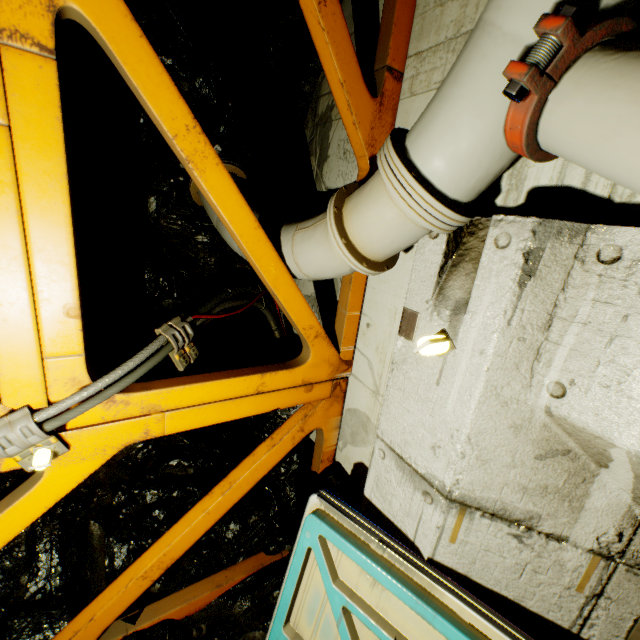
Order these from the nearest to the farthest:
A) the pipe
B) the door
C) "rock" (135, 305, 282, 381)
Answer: the pipe < the door < "rock" (135, 305, 282, 381)

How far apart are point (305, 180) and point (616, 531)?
3.9m

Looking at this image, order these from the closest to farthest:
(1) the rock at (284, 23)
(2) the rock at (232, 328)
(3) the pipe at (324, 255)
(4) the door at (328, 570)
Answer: (3) the pipe at (324, 255) < (4) the door at (328, 570) < (1) the rock at (284, 23) < (2) the rock at (232, 328)

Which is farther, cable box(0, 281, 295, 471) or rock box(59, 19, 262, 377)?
rock box(59, 19, 262, 377)

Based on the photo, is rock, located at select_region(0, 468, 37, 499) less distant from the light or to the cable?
the cable

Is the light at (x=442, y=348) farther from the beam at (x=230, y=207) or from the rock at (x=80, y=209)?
the rock at (x=80, y=209)

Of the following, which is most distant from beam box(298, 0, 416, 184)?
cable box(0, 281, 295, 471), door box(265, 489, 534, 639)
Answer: door box(265, 489, 534, 639)

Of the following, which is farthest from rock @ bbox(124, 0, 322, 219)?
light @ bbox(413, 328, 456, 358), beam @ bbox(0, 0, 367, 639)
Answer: light @ bbox(413, 328, 456, 358)
